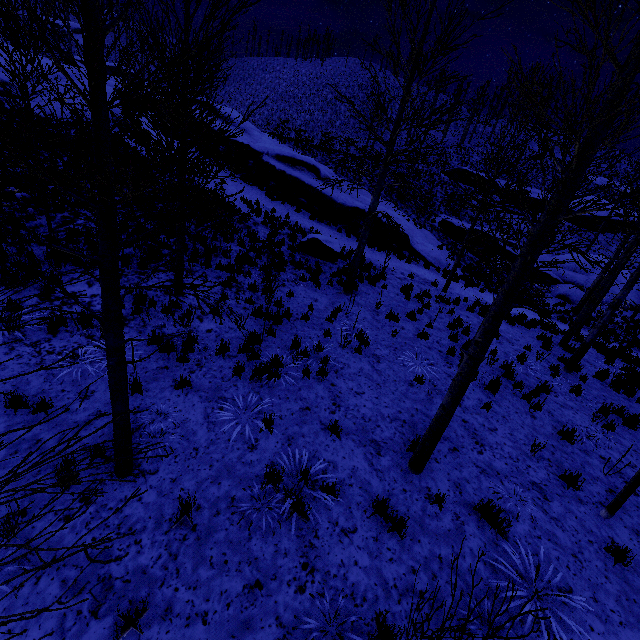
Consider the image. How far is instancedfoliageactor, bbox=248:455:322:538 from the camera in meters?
4.4 m

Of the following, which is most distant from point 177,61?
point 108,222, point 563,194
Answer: point 563,194

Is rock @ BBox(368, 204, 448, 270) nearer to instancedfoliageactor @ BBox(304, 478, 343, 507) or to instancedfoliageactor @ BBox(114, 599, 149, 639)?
instancedfoliageactor @ BBox(304, 478, 343, 507)

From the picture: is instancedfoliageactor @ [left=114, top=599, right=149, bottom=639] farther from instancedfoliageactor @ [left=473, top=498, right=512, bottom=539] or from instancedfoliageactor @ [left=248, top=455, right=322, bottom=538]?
instancedfoliageactor @ [left=473, top=498, right=512, bottom=539]

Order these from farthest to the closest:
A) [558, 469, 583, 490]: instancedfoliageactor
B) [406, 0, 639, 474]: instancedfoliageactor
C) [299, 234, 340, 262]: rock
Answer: [299, 234, 340, 262]: rock < [558, 469, 583, 490]: instancedfoliageactor < [406, 0, 639, 474]: instancedfoliageactor

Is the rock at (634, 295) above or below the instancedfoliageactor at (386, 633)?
above

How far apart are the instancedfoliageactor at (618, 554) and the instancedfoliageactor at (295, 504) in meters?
4.5

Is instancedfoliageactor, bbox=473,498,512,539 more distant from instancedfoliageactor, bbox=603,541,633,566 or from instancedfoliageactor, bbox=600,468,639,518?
instancedfoliageactor, bbox=603,541,633,566
